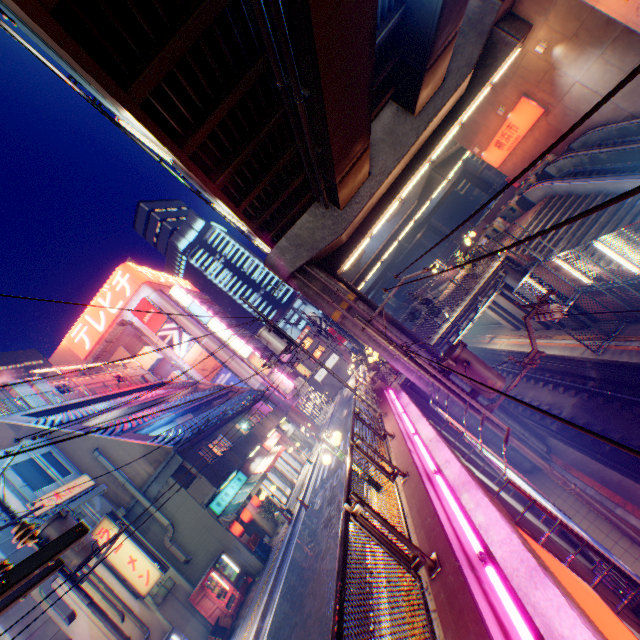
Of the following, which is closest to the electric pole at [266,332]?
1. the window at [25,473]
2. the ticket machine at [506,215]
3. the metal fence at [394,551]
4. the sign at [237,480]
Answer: the metal fence at [394,551]

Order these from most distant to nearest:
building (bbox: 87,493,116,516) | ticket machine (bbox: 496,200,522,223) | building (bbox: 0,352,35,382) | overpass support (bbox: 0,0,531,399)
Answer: building (bbox: 0,352,35,382)
ticket machine (bbox: 496,200,522,223)
building (bbox: 87,493,116,516)
overpass support (bbox: 0,0,531,399)

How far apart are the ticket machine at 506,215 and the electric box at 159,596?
27.4 meters

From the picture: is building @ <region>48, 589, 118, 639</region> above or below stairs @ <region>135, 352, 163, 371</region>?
below

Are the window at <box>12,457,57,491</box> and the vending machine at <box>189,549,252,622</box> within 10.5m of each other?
yes

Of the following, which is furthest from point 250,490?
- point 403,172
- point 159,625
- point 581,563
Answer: point 403,172

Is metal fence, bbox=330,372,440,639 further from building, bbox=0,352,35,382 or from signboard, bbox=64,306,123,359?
building, bbox=0,352,35,382

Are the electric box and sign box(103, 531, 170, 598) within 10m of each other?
yes
